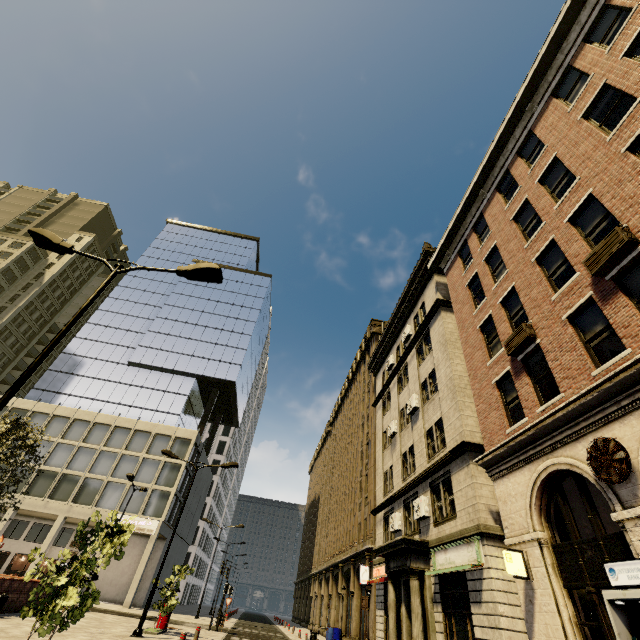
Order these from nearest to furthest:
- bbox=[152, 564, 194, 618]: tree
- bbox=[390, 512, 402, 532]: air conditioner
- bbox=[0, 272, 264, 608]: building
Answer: bbox=[152, 564, 194, 618]: tree, bbox=[390, 512, 402, 532]: air conditioner, bbox=[0, 272, 264, 608]: building

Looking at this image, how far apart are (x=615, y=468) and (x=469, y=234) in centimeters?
1338cm

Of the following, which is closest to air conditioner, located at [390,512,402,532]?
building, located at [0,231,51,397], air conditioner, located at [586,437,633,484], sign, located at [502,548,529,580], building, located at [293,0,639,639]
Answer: building, located at [293,0,639,639]

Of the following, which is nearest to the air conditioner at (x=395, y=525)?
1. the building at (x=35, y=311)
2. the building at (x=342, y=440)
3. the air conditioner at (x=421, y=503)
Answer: the building at (x=342, y=440)

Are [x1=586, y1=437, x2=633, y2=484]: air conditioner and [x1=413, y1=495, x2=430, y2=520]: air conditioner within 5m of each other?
no

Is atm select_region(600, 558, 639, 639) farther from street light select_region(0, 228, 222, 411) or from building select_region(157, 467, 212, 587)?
street light select_region(0, 228, 222, 411)

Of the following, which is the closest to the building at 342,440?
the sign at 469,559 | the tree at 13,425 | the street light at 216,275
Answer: the sign at 469,559

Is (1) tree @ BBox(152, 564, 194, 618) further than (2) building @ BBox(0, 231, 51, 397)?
No
